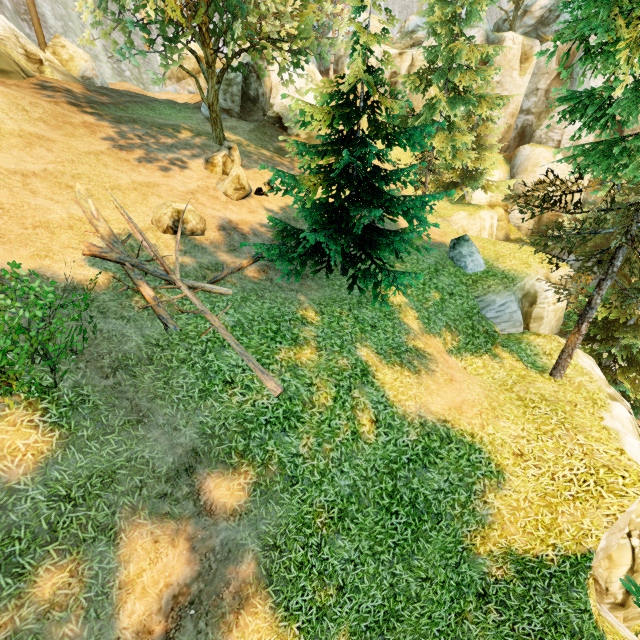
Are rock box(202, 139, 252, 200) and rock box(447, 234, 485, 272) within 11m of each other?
yes

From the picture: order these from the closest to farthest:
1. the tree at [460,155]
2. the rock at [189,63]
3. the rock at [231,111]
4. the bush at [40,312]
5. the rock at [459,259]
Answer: the bush at [40,312], the tree at [460,155], the rock at [459,259], the rock at [231,111], the rock at [189,63]

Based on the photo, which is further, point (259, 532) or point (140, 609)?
point (259, 532)

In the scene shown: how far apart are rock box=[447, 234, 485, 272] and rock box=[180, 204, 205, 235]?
11.3m

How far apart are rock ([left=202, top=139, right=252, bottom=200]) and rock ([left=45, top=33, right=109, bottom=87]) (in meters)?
14.90

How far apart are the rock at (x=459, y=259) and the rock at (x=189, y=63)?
29.8m

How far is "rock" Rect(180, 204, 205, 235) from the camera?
11.1m

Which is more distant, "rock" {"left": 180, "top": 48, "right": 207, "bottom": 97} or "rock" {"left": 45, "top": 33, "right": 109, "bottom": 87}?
"rock" {"left": 180, "top": 48, "right": 207, "bottom": 97}
